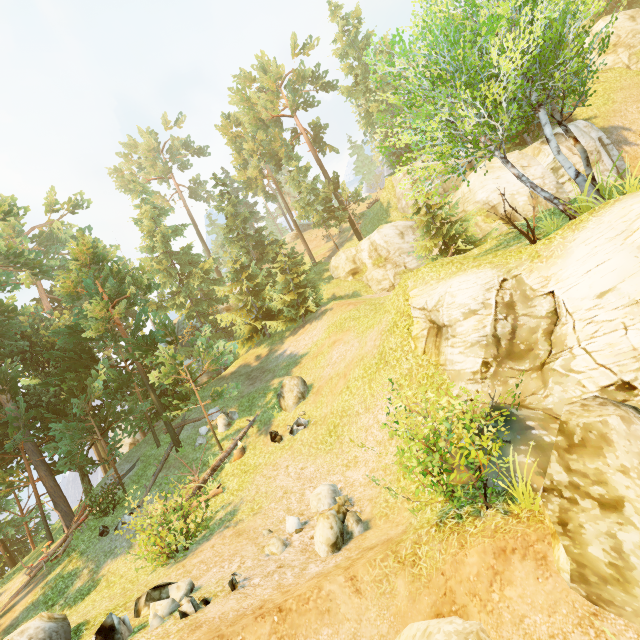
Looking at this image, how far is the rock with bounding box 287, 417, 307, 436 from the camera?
14.8m

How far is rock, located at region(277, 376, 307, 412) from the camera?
16.73m

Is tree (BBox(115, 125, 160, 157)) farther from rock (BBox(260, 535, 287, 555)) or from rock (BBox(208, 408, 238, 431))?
rock (BBox(260, 535, 287, 555))

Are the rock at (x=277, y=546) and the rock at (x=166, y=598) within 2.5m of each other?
yes

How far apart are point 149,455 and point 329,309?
15.7 meters

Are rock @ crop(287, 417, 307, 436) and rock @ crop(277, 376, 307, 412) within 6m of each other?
yes

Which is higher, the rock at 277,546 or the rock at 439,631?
the rock at 277,546

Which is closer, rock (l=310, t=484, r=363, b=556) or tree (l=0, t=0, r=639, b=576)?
rock (l=310, t=484, r=363, b=556)
